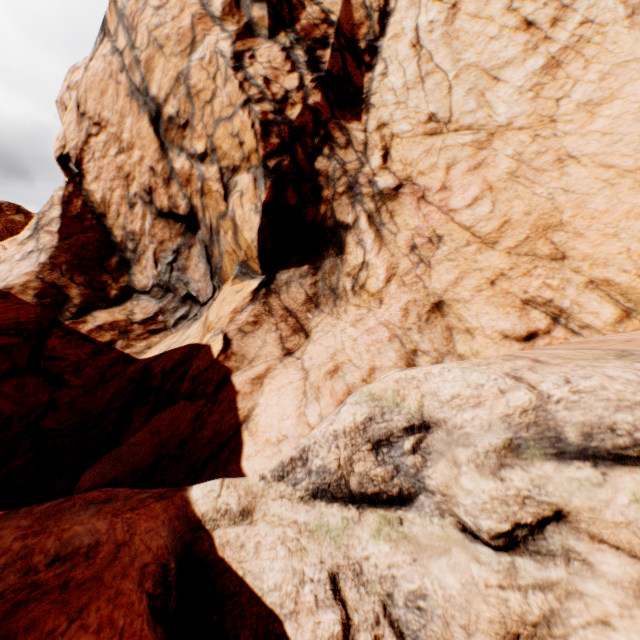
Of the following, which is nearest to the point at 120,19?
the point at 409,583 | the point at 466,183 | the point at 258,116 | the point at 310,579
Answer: the point at 258,116
